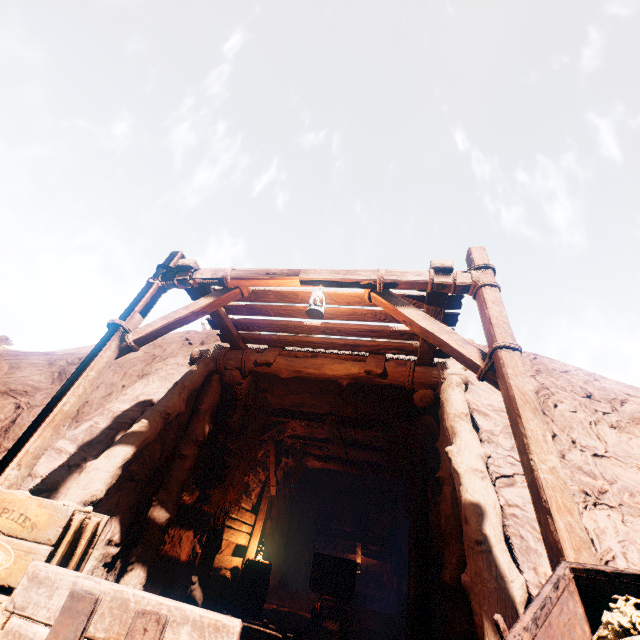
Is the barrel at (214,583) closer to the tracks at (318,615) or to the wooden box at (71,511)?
the tracks at (318,615)

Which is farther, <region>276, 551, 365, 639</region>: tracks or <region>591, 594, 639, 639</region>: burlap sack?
<region>276, 551, 365, 639</region>: tracks

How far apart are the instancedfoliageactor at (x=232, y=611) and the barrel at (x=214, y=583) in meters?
0.4 m

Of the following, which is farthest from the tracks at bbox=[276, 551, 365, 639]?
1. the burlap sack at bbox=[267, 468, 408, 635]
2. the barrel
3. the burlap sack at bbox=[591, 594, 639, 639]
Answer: the burlap sack at bbox=[591, 594, 639, 639]

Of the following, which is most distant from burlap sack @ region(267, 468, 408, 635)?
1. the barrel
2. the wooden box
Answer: the wooden box

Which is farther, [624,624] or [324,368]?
[324,368]

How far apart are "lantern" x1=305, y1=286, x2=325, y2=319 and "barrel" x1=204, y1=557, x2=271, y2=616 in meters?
6.7

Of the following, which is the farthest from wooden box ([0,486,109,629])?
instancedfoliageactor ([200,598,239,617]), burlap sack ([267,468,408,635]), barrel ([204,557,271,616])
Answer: burlap sack ([267,468,408,635])
